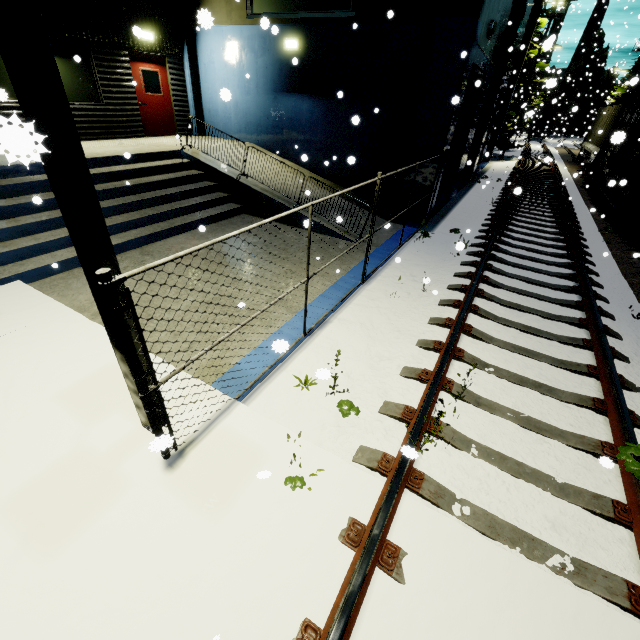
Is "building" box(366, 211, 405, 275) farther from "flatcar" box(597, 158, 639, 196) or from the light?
"flatcar" box(597, 158, 639, 196)

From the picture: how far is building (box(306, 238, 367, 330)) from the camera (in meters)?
5.84

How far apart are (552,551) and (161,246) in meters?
8.4

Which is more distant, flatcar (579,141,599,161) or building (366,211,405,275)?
flatcar (579,141,599,161)

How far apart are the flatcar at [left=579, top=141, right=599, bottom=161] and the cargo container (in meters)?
0.01

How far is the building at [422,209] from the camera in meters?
9.8 m
